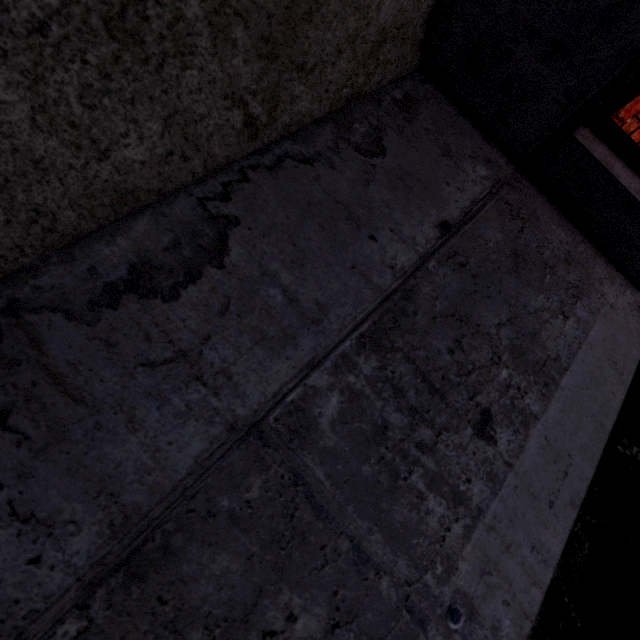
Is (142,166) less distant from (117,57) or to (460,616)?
(117,57)
